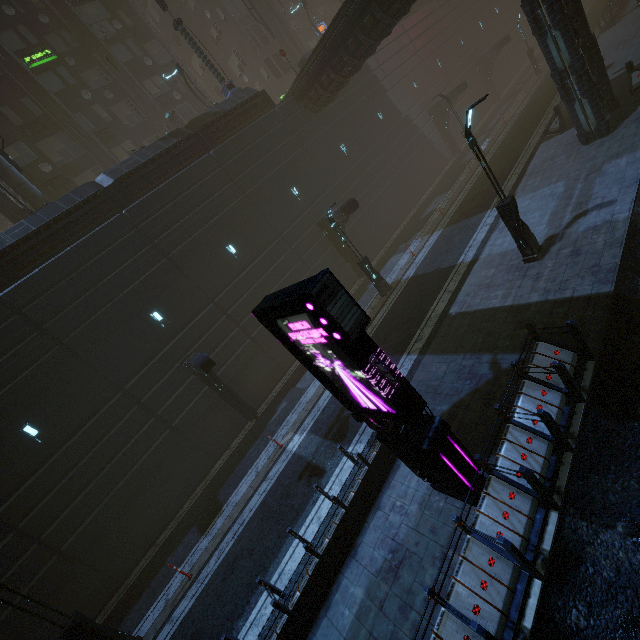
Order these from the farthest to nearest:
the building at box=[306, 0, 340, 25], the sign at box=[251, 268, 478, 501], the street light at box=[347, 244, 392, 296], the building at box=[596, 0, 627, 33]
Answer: the building at box=[306, 0, 340, 25], the building at box=[596, 0, 627, 33], the street light at box=[347, 244, 392, 296], the sign at box=[251, 268, 478, 501]

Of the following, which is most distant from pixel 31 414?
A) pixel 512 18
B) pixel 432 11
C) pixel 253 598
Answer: pixel 512 18

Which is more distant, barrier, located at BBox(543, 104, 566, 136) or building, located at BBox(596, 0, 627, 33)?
building, located at BBox(596, 0, 627, 33)

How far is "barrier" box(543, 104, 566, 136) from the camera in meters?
18.0 m

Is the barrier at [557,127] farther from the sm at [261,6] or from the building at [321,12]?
the sm at [261,6]

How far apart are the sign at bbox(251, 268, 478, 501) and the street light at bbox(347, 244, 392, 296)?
10.2m

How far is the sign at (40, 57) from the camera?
21.81m

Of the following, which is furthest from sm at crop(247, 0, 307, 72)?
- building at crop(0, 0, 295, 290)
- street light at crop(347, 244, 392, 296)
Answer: street light at crop(347, 244, 392, 296)
